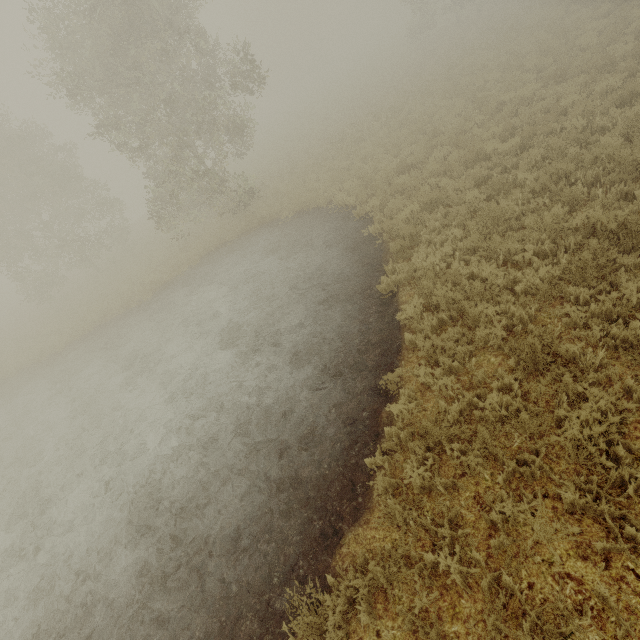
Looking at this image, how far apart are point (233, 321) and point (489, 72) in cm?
1775
